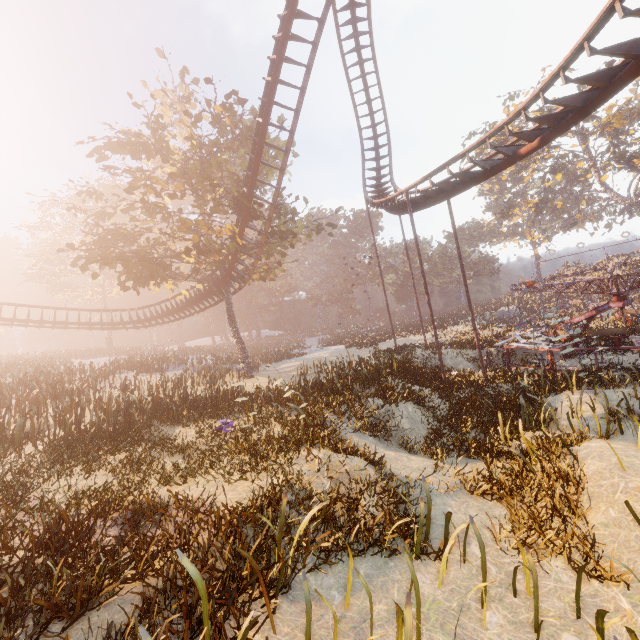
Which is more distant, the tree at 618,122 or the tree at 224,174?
the tree at 618,122

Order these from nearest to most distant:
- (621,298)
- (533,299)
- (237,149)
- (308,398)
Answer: (308,398)
(621,298)
(237,149)
(533,299)

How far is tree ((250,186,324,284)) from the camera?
19.64m

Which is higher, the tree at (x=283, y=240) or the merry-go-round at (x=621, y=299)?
the tree at (x=283, y=240)

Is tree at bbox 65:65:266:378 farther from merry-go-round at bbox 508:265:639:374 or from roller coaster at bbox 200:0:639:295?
merry-go-round at bbox 508:265:639:374

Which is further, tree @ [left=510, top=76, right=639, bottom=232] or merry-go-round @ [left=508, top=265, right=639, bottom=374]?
tree @ [left=510, top=76, right=639, bottom=232]

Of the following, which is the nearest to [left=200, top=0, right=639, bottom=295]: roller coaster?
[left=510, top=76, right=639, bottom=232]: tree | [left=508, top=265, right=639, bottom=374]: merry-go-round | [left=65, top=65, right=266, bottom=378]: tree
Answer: [left=65, top=65, right=266, bottom=378]: tree

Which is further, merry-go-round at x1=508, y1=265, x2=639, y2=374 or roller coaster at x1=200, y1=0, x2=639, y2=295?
merry-go-round at x1=508, y1=265, x2=639, y2=374
